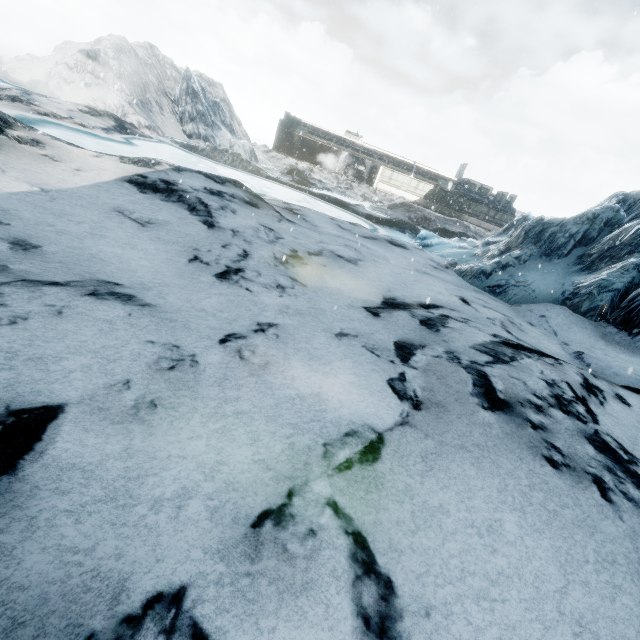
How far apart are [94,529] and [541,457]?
4.0m
